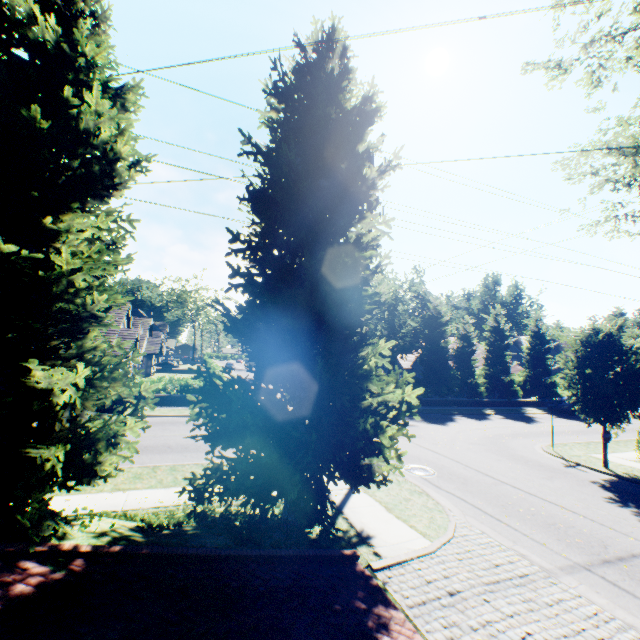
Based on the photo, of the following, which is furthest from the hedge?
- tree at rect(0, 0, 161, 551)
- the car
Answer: the car

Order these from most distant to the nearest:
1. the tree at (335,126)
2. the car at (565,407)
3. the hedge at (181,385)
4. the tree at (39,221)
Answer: the car at (565,407)
the hedge at (181,385)
the tree at (335,126)
the tree at (39,221)

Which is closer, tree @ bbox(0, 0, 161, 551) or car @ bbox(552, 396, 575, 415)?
tree @ bbox(0, 0, 161, 551)

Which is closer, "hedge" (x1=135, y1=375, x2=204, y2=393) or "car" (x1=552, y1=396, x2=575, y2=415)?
"hedge" (x1=135, y1=375, x2=204, y2=393)

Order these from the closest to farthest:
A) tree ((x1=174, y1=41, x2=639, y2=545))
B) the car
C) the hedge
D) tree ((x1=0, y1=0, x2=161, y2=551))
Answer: tree ((x1=0, y1=0, x2=161, y2=551))
tree ((x1=174, y1=41, x2=639, y2=545))
the hedge
the car

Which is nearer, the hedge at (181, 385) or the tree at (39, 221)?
the tree at (39, 221)

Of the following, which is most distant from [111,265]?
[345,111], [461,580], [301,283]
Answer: [461,580]
